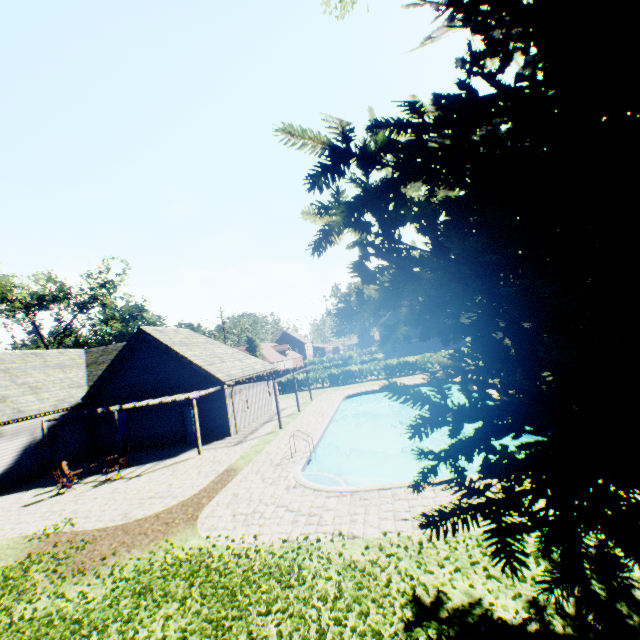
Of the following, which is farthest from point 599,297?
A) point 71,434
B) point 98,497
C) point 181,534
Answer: point 71,434

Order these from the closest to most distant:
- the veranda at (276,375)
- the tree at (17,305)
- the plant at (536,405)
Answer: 1. the plant at (536,405)
2. the veranda at (276,375)
3. the tree at (17,305)

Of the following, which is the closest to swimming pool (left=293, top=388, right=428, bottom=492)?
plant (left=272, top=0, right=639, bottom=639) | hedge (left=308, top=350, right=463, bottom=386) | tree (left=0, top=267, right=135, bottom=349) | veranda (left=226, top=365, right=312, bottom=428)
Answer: plant (left=272, top=0, right=639, bottom=639)

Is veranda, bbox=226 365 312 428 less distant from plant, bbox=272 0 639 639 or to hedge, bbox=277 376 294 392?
plant, bbox=272 0 639 639

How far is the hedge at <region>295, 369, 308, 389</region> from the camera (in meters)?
38.06

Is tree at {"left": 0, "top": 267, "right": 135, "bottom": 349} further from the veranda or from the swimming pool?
the veranda

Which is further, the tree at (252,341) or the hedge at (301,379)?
the tree at (252,341)

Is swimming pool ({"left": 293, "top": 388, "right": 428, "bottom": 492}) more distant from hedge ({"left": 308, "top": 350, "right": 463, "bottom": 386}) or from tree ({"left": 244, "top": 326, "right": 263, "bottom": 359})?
hedge ({"left": 308, "top": 350, "right": 463, "bottom": 386})
